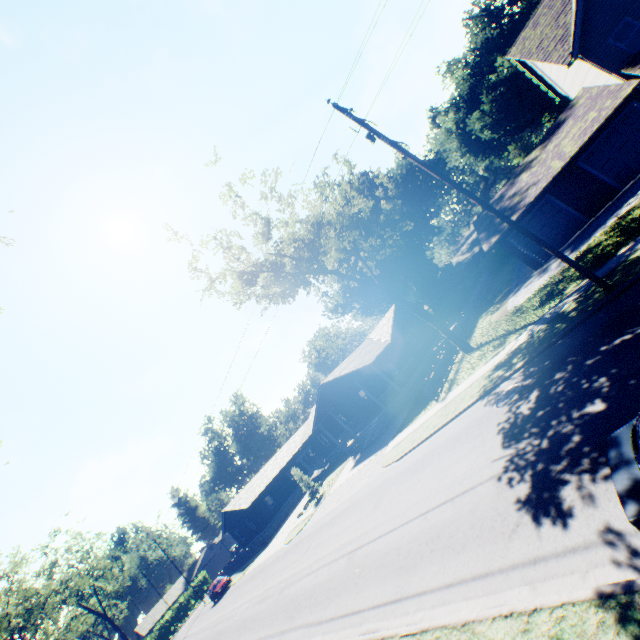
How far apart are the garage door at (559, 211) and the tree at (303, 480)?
26.9m

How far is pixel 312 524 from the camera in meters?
23.5 m

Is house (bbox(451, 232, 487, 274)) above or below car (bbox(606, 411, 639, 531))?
above

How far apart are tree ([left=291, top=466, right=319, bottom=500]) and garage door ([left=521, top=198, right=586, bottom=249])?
26.86m

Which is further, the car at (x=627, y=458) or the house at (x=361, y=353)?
the house at (x=361, y=353)

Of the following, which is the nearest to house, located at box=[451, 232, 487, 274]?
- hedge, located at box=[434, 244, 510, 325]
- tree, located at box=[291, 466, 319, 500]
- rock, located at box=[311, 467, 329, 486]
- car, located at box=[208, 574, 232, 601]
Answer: hedge, located at box=[434, 244, 510, 325]

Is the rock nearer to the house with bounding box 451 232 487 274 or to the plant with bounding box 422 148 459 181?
the plant with bounding box 422 148 459 181

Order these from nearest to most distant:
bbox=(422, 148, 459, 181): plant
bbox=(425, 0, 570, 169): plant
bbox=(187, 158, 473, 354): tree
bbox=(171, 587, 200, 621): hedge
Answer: bbox=(187, 158, 473, 354): tree
bbox=(425, 0, 570, 169): plant
bbox=(422, 148, 459, 181): plant
bbox=(171, 587, 200, 621): hedge
